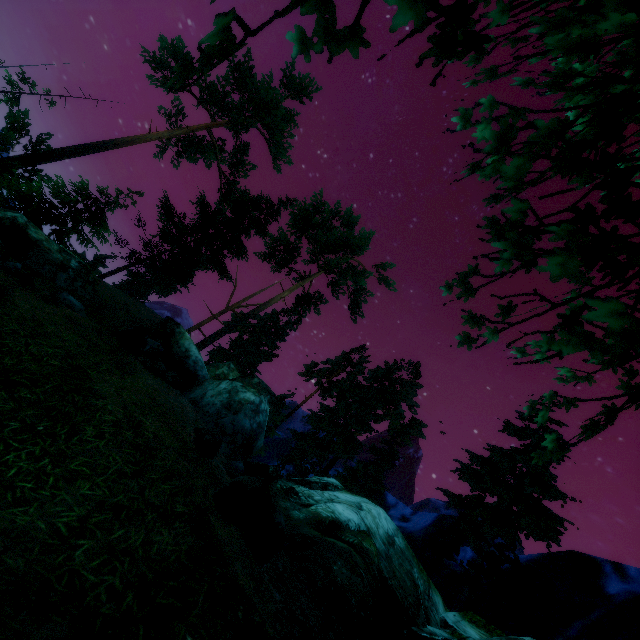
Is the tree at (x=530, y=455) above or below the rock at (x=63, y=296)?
above

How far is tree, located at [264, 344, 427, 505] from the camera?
25.8 meters

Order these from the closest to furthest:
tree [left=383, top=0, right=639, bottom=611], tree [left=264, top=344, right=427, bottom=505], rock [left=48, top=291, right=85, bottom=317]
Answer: tree [left=383, top=0, right=639, bottom=611]
rock [left=48, top=291, right=85, bottom=317]
tree [left=264, top=344, right=427, bottom=505]

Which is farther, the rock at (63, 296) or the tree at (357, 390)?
the tree at (357, 390)

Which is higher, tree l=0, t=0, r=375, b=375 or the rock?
tree l=0, t=0, r=375, b=375

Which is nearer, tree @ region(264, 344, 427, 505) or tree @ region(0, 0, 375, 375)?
tree @ region(0, 0, 375, 375)

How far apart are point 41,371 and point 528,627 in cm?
3607
